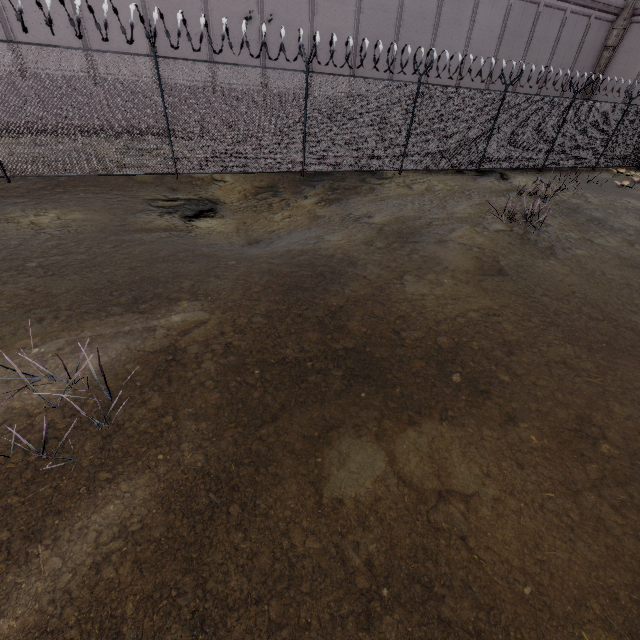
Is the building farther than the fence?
Yes

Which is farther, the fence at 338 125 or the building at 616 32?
the building at 616 32

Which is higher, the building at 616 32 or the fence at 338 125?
the building at 616 32

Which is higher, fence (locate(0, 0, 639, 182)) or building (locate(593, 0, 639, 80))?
building (locate(593, 0, 639, 80))

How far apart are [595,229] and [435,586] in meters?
10.7
